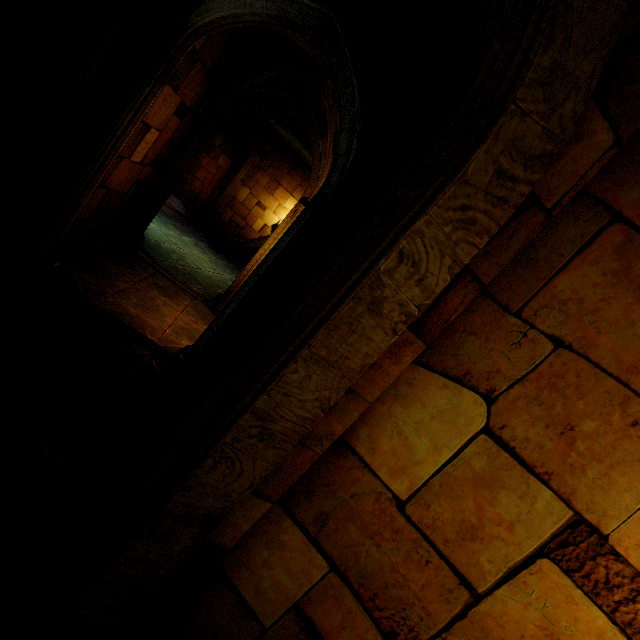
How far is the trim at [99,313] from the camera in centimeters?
494cm

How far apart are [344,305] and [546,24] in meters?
1.4 m

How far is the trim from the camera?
4.9m
